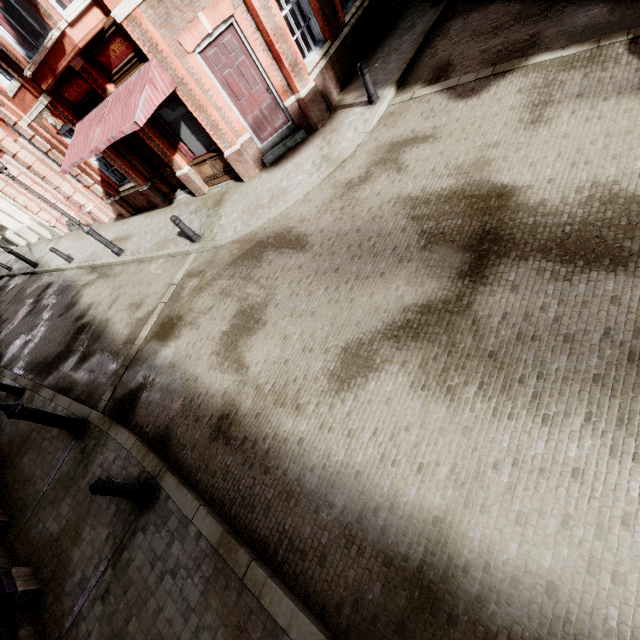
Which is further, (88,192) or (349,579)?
(88,192)

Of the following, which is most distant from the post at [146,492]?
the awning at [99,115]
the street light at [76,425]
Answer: the awning at [99,115]

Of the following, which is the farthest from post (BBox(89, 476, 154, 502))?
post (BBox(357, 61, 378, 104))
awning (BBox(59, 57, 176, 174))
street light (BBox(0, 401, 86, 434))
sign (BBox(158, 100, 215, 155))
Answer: post (BBox(357, 61, 378, 104))

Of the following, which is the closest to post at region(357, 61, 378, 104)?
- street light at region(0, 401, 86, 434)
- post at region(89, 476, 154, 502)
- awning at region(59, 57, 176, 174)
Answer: awning at region(59, 57, 176, 174)

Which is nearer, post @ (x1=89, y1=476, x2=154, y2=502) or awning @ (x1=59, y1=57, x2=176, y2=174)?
post @ (x1=89, y1=476, x2=154, y2=502)

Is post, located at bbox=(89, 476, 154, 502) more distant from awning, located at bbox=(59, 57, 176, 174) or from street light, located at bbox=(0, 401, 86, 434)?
awning, located at bbox=(59, 57, 176, 174)

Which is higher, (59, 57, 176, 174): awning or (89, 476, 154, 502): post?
(59, 57, 176, 174): awning

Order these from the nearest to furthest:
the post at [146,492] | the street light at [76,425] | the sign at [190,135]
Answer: the post at [146,492] < the street light at [76,425] < the sign at [190,135]
